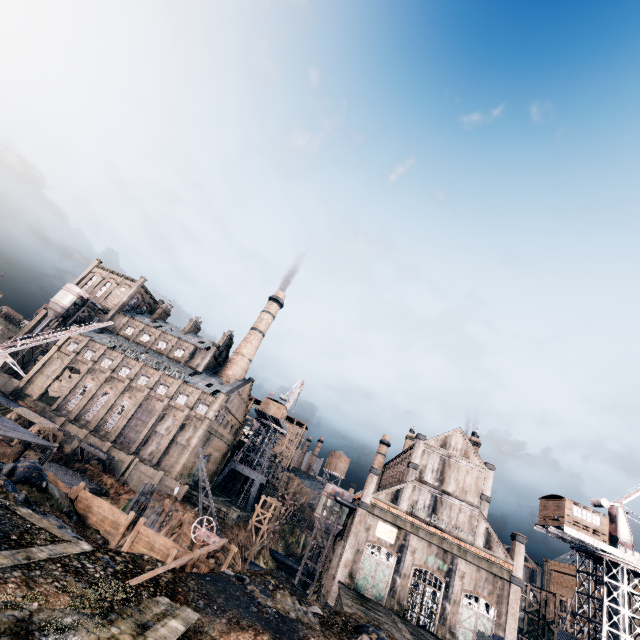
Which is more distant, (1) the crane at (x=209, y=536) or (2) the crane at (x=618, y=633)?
(2) the crane at (x=618, y=633)

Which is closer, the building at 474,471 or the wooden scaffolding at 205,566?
the wooden scaffolding at 205,566

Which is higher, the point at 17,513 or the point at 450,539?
the point at 450,539

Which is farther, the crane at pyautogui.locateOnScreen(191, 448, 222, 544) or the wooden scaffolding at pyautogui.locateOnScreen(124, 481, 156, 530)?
the wooden scaffolding at pyautogui.locateOnScreen(124, 481, 156, 530)

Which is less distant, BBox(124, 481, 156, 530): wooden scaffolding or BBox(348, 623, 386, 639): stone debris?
BBox(348, 623, 386, 639): stone debris

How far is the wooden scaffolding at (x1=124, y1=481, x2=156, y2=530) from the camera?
38.8 meters

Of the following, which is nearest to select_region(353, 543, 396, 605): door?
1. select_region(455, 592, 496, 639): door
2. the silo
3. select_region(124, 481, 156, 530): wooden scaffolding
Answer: the silo

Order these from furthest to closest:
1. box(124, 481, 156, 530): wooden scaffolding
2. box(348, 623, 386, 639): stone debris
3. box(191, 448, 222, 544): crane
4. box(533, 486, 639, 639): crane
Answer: box(124, 481, 156, 530): wooden scaffolding
box(533, 486, 639, 639): crane
box(191, 448, 222, 544): crane
box(348, 623, 386, 639): stone debris
